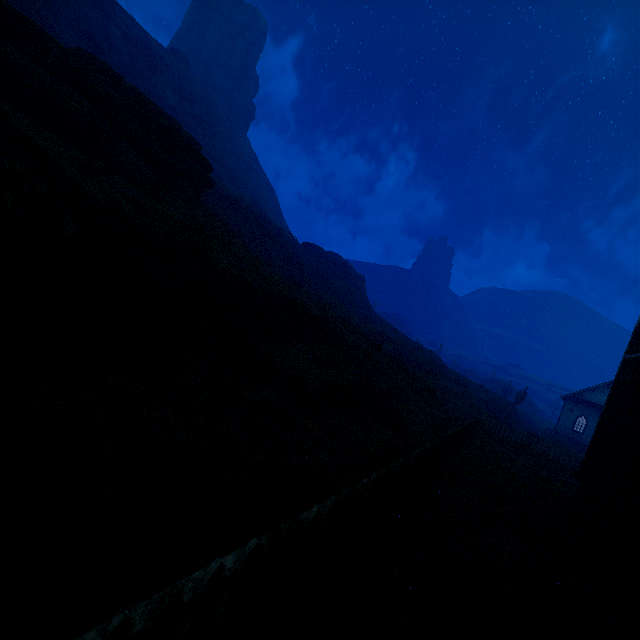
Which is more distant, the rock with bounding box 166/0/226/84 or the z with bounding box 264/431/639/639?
the rock with bounding box 166/0/226/84

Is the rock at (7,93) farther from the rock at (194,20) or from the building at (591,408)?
the rock at (194,20)

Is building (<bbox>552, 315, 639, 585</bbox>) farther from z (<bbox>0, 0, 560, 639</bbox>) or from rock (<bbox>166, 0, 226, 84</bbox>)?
rock (<bbox>166, 0, 226, 84</bbox>)

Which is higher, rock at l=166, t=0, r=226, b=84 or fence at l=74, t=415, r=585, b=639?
rock at l=166, t=0, r=226, b=84

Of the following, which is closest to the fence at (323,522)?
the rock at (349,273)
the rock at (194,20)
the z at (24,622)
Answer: the z at (24,622)

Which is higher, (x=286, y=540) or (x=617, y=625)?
(x=286, y=540)

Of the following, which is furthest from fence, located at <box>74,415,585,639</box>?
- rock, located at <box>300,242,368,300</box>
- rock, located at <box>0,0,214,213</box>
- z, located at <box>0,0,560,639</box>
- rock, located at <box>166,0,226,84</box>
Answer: rock, located at <box>166,0,226,84</box>

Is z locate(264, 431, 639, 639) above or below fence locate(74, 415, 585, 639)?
below
